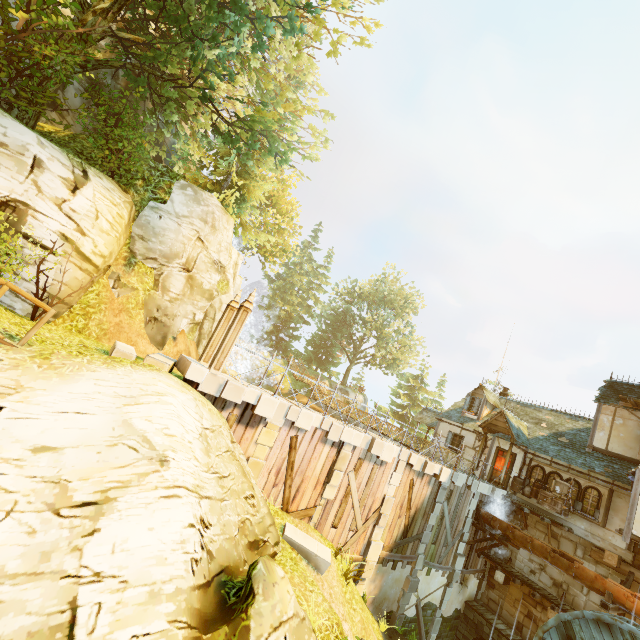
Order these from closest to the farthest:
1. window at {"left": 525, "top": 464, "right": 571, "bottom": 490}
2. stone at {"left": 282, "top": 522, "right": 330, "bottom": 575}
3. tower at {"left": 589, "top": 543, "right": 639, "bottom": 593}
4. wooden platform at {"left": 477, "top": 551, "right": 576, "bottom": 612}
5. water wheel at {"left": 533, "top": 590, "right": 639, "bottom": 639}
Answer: stone at {"left": 282, "top": 522, "right": 330, "bottom": 575}
water wheel at {"left": 533, "top": 590, "right": 639, "bottom": 639}
tower at {"left": 589, "top": 543, "right": 639, "bottom": 593}
wooden platform at {"left": 477, "top": 551, "right": 576, "bottom": 612}
window at {"left": 525, "top": 464, "right": 571, "bottom": 490}

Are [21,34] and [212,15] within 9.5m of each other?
yes

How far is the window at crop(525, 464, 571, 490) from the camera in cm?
1746

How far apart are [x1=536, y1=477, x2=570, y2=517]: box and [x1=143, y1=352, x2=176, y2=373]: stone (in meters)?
19.29

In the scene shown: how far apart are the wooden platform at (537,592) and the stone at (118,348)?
20.1m

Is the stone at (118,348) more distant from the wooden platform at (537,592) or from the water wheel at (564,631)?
the wooden platform at (537,592)

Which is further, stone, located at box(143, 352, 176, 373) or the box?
the box

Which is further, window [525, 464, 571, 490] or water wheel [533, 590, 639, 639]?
window [525, 464, 571, 490]
